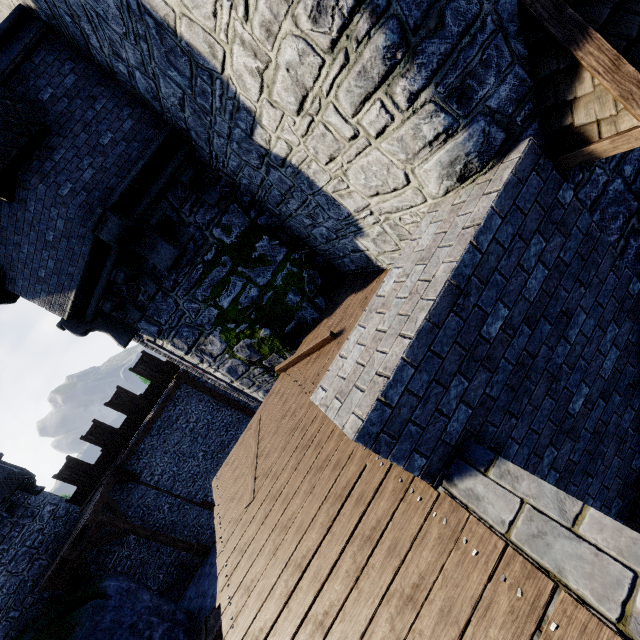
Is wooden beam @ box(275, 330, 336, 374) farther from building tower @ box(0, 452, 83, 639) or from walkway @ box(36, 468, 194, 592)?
building tower @ box(0, 452, 83, 639)

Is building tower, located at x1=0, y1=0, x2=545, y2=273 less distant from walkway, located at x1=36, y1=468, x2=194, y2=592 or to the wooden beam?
the wooden beam

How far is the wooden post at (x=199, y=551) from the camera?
13.5 meters

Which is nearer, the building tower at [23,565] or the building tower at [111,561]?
the building tower at [23,565]

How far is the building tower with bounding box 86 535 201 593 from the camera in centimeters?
1373cm

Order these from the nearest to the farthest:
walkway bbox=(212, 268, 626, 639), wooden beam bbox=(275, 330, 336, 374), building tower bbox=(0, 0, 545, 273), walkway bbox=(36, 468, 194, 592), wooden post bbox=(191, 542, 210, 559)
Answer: walkway bbox=(212, 268, 626, 639), building tower bbox=(0, 0, 545, 273), wooden beam bbox=(275, 330, 336, 374), walkway bbox=(36, 468, 194, 592), wooden post bbox=(191, 542, 210, 559)

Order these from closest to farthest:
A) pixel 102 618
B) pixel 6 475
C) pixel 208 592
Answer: pixel 102 618
pixel 208 592
pixel 6 475

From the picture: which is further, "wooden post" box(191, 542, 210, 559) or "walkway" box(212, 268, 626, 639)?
"wooden post" box(191, 542, 210, 559)
